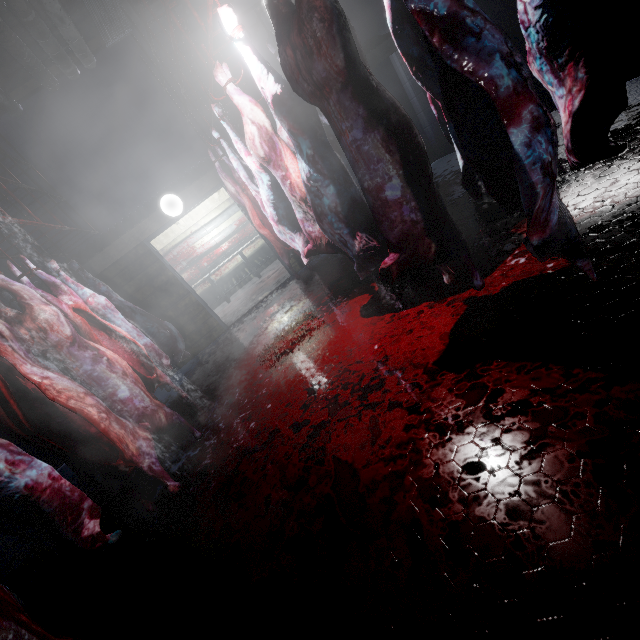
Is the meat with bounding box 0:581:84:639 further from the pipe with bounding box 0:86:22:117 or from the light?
the light

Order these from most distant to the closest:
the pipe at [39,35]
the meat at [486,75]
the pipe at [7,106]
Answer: the pipe at [7,106] → the pipe at [39,35] → the meat at [486,75]

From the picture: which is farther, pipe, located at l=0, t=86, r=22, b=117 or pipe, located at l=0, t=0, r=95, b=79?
pipe, located at l=0, t=86, r=22, b=117

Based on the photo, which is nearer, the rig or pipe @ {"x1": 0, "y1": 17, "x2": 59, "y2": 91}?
the rig

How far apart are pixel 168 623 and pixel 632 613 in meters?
1.9

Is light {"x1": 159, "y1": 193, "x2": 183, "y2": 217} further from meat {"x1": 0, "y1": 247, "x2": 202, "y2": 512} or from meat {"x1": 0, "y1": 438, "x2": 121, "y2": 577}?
meat {"x1": 0, "y1": 438, "x2": 121, "y2": 577}

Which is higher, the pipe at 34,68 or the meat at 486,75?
the pipe at 34,68

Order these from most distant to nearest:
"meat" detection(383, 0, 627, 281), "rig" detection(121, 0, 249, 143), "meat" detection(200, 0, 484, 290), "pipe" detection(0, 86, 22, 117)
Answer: "pipe" detection(0, 86, 22, 117) → "rig" detection(121, 0, 249, 143) → "meat" detection(200, 0, 484, 290) → "meat" detection(383, 0, 627, 281)
